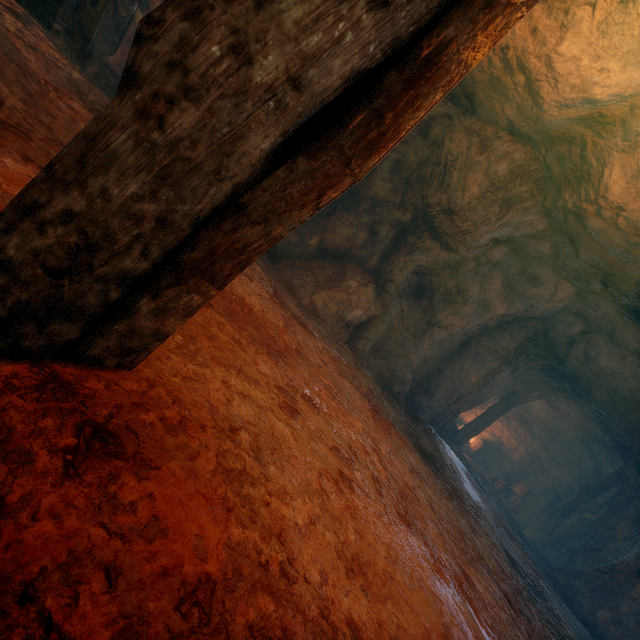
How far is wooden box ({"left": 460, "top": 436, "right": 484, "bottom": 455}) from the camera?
16.6 meters

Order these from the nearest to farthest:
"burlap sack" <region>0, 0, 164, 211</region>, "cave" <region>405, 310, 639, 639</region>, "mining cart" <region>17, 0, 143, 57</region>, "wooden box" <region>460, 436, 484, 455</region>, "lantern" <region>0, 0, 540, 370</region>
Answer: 1. "lantern" <region>0, 0, 540, 370</region>
2. "burlap sack" <region>0, 0, 164, 211</region>
3. "mining cart" <region>17, 0, 143, 57</region>
4. "cave" <region>405, 310, 639, 639</region>
5. "wooden box" <region>460, 436, 484, 455</region>

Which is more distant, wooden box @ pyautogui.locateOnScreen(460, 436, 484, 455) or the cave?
wooden box @ pyautogui.locateOnScreen(460, 436, 484, 455)

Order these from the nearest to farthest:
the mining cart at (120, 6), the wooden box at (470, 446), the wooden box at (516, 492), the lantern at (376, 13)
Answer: the lantern at (376, 13) < the mining cart at (120, 6) < the wooden box at (516, 492) < the wooden box at (470, 446)

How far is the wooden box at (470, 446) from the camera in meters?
16.6 m

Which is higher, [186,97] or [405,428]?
[186,97]

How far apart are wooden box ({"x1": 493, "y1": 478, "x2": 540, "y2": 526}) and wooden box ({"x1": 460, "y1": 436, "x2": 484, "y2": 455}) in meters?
1.6

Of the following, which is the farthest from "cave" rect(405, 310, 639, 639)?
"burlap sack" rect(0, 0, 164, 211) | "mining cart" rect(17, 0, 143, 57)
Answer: "mining cart" rect(17, 0, 143, 57)
